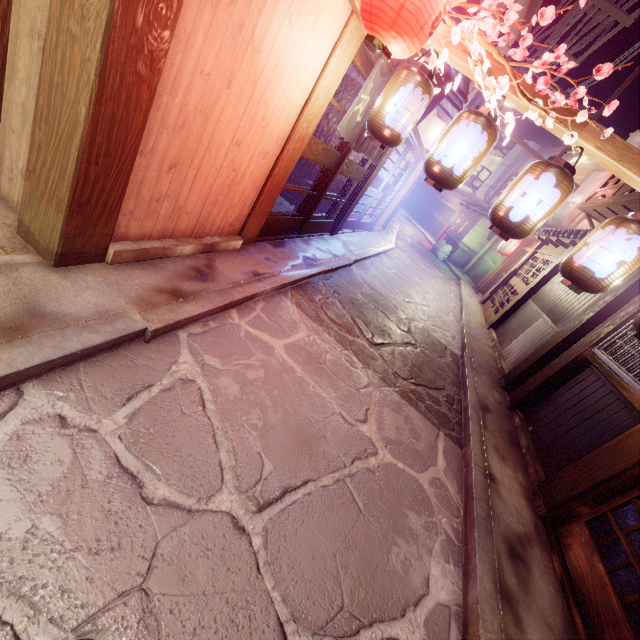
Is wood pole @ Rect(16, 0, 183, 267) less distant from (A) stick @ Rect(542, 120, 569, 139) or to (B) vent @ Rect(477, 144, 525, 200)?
(A) stick @ Rect(542, 120, 569, 139)

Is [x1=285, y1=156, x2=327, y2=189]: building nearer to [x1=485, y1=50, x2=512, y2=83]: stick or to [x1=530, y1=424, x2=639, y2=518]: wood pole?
[x1=485, y1=50, x2=512, y2=83]: stick

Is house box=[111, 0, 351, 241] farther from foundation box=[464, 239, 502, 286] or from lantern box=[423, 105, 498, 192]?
foundation box=[464, 239, 502, 286]

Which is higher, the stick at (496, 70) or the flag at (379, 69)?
the stick at (496, 70)

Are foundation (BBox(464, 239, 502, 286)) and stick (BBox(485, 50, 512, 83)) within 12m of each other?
no

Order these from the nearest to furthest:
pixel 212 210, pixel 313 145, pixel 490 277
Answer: pixel 212 210 → pixel 313 145 → pixel 490 277

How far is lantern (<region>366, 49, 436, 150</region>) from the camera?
5.6 meters

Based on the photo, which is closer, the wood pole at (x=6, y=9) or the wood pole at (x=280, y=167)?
the wood pole at (x=6, y=9)
